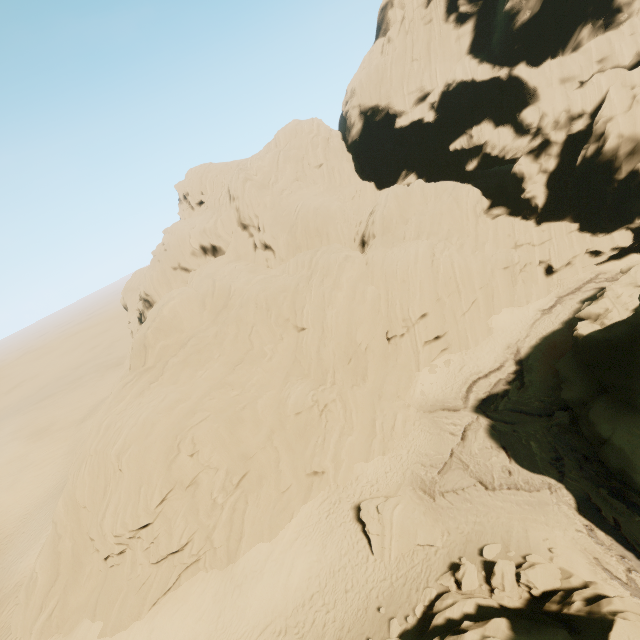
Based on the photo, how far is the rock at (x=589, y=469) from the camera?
18.07m

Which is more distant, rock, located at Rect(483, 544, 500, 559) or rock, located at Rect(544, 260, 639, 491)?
rock, located at Rect(544, 260, 639, 491)

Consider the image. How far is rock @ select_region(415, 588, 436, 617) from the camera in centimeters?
1555cm

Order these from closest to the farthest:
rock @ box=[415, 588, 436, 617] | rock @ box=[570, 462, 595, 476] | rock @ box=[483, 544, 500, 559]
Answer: rock @ box=[415, 588, 436, 617] < rock @ box=[483, 544, 500, 559] < rock @ box=[570, 462, 595, 476]

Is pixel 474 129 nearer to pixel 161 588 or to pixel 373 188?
pixel 373 188

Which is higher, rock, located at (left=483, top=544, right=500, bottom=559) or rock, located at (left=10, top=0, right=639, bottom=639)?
rock, located at (left=10, top=0, right=639, bottom=639)

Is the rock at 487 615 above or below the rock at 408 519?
above
